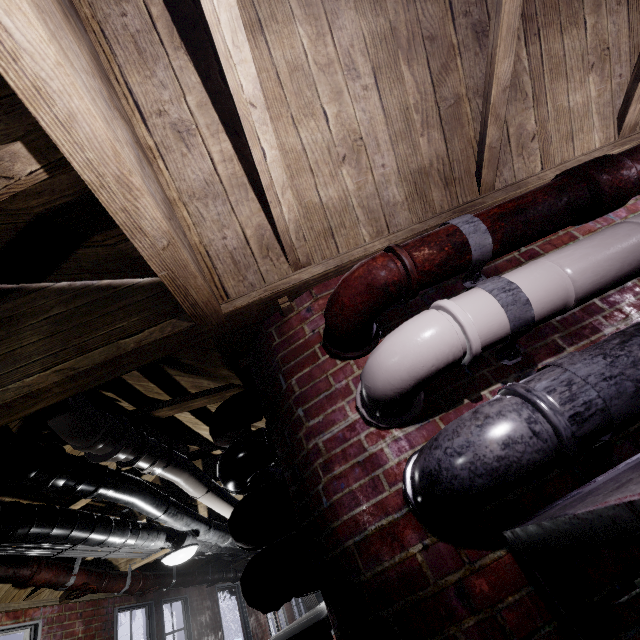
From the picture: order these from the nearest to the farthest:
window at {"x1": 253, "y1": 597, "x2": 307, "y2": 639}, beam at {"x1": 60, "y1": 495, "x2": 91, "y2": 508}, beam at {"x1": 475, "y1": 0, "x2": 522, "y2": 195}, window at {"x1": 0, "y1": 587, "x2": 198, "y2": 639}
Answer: beam at {"x1": 475, "y1": 0, "x2": 522, "y2": 195}, beam at {"x1": 60, "y1": 495, "x2": 91, "y2": 508}, window at {"x1": 0, "y1": 587, "x2": 198, "y2": 639}, window at {"x1": 253, "y1": 597, "x2": 307, "y2": 639}

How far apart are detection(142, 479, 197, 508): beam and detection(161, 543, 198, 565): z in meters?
0.5

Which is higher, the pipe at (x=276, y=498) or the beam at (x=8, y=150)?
the beam at (x=8, y=150)

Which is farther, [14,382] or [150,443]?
[150,443]

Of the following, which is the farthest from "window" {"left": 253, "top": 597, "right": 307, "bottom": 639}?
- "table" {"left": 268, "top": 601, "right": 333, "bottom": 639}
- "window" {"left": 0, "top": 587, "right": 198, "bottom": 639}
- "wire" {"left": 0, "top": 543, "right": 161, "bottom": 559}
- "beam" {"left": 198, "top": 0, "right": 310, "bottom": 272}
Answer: "beam" {"left": 198, "top": 0, "right": 310, "bottom": 272}

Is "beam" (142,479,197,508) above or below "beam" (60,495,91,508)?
above

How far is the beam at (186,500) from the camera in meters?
3.3 m
